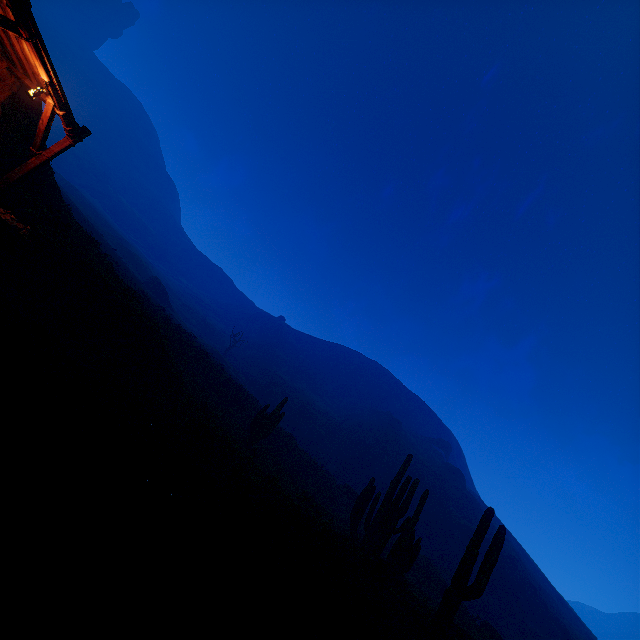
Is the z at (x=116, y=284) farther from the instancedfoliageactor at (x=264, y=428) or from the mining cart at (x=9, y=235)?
the mining cart at (x=9, y=235)

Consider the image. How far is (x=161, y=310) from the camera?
38.47m

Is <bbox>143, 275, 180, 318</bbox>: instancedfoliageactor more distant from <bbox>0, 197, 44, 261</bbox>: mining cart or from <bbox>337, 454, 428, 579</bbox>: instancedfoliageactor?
<bbox>337, 454, 428, 579</bbox>: instancedfoliageactor

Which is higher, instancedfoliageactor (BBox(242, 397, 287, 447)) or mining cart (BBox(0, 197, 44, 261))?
instancedfoliageactor (BBox(242, 397, 287, 447))

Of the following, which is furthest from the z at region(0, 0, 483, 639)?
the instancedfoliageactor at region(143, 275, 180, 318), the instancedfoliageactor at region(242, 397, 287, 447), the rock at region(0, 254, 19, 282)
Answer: the rock at region(0, 254, 19, 282)

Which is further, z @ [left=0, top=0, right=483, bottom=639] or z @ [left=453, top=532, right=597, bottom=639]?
z @ [left=453, top=532, right=597, bottom=639]

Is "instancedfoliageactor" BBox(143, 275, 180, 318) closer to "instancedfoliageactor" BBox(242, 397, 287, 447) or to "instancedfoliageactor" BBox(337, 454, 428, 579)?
"instancedfoliageactor" BBox(242, 397, 287, 447)

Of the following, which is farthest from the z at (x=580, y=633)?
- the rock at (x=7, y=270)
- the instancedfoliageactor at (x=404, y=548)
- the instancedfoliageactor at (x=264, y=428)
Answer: the rock at (x=7, y=270)
